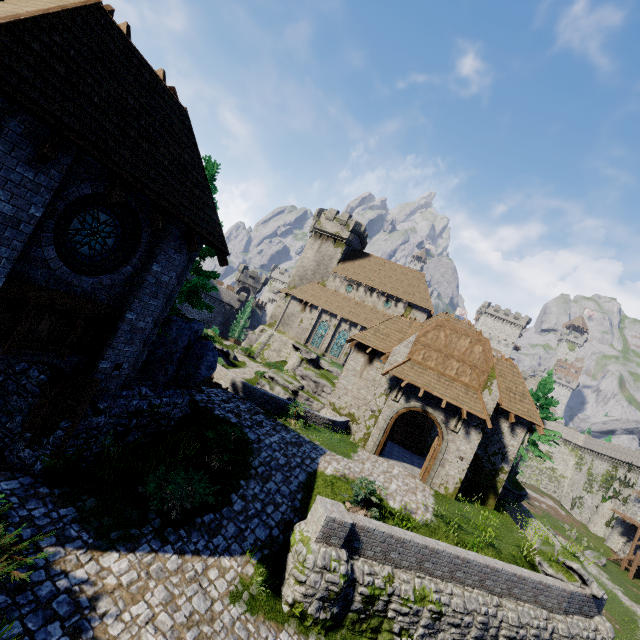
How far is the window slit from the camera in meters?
18.1

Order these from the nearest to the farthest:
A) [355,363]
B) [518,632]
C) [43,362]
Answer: [43,362] < [518,632] < [355,363]

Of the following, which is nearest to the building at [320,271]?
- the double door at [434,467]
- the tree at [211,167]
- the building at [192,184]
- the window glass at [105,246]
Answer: the double door at [434,467]

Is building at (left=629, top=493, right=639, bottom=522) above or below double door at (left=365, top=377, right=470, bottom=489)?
above

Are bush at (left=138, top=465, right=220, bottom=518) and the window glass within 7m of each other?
yes

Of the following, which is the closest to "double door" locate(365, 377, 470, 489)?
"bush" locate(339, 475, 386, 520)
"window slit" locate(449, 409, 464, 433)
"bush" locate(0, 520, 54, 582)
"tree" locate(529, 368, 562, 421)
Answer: "window slit" locate(449, 409, 464, 433)

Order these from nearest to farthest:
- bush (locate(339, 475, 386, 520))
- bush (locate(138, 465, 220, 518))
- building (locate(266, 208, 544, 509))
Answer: bush (locate(138, 465, 220, 518)), bush (locate(339, 475, 386, 520)), building (locate(266, 208, 544, 509))

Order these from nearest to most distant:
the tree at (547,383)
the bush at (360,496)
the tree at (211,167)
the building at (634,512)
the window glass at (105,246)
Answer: the window glass at (105,246) < the bush at (360,496) < the tree at (211,167) < the tree at (547,383) < the building at (634,512)
